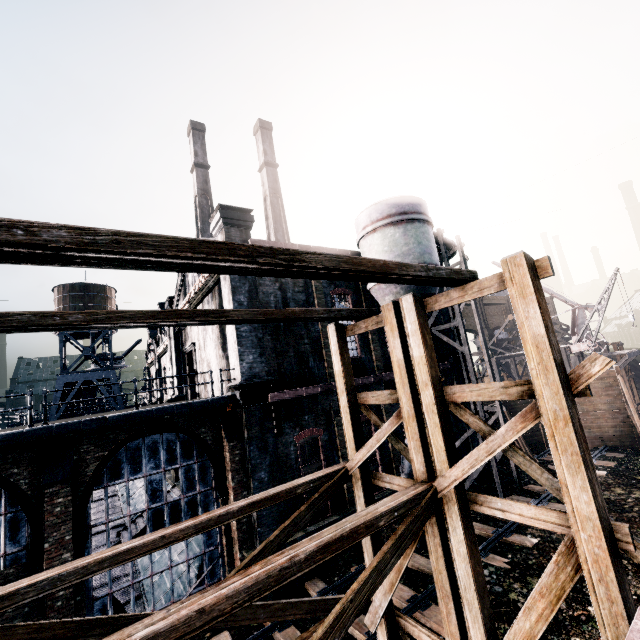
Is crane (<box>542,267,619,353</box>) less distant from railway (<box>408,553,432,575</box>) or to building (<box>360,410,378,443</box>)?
building (<box>360,410,378,443</box>)

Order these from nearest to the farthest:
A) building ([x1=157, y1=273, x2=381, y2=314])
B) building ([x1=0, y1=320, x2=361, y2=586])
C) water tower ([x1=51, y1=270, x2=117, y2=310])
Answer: building ([x1=0, y1=320, x2=361, y2=586]) < building ([x1=157, y1=273, x2=381, y2=314]) < water tower ([x1=51, y1=270, x2=117, y2=310])

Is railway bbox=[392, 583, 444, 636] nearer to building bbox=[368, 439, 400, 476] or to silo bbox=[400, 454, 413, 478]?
silo bbox=[400, 454, 413, 478]

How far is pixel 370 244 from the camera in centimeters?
1781cm

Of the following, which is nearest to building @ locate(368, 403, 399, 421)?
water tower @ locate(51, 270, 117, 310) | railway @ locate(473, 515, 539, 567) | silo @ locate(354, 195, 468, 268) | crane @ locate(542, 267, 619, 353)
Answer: silo @ locate(354, 195, 468, 268)

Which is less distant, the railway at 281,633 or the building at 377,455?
the railway at 281,633

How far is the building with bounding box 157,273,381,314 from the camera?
15.54m

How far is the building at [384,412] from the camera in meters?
18.4
